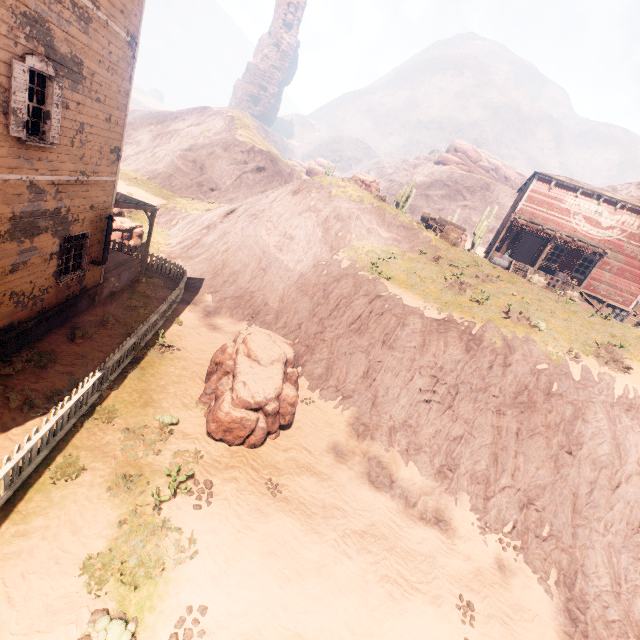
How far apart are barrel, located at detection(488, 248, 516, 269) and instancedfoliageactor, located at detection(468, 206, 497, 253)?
8.6 meters

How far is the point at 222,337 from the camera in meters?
14.3

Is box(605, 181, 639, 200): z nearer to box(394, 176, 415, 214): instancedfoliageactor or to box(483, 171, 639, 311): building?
box(483, 171, 639, 311): building

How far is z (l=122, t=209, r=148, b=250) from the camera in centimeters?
2189cm

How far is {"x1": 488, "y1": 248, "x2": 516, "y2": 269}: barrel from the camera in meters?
22.3 m

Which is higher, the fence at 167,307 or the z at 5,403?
the fence at 167,307

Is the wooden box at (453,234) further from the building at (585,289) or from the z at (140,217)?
the building at (585,289)

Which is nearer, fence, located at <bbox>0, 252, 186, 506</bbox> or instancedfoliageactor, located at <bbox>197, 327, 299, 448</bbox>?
fence, located at <bbox>0, 252, 186, 506</bbox>
